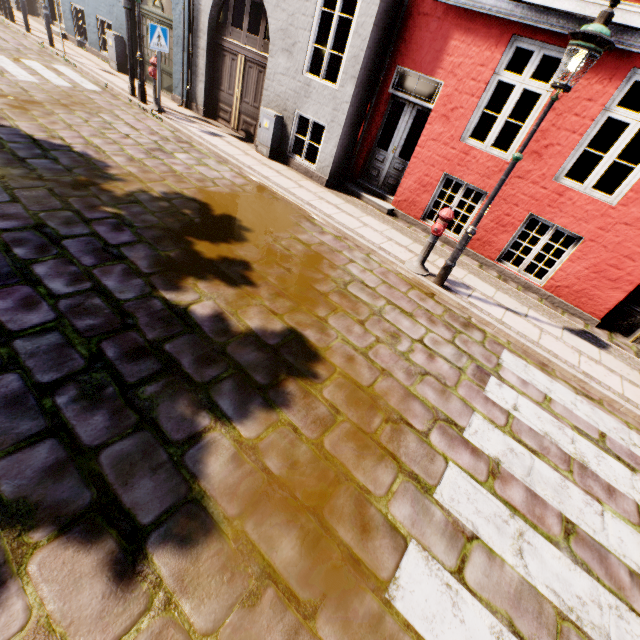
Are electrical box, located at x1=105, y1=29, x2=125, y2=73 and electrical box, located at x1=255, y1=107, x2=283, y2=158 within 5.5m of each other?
no

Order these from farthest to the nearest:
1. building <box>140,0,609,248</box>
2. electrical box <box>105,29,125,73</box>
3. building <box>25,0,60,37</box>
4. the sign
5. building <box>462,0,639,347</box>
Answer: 1. building <box>25,0,60,37</box>
2. electrical box <box>105,29,125,73</box>
3. the sign
4. building <box>140,0,609,248</box>
5. building <box>462,0,639,347</box>

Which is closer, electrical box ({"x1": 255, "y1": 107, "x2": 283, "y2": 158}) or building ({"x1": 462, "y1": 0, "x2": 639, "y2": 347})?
building ({"x1": 462, "y1": 0, "x2": 639, "y2": 347})

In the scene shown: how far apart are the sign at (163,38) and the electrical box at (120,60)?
4.8m

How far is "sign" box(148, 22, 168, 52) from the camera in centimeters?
776cm

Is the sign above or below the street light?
below

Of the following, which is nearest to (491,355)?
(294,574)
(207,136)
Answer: (294,574)

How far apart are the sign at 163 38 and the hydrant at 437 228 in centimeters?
828cm
